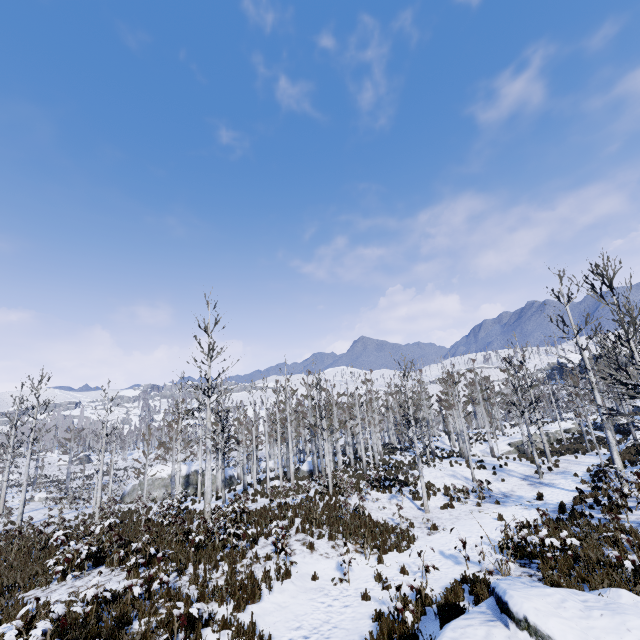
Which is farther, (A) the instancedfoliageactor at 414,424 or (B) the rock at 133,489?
(B) the rock at 133,489

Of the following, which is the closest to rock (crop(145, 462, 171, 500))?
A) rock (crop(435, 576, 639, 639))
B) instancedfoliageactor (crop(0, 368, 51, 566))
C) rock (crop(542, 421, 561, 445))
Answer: instancedfoliageactor (crop(0, 368, 51, 566))

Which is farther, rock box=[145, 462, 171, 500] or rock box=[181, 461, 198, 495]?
rock box=[181, 461, 198, 495]

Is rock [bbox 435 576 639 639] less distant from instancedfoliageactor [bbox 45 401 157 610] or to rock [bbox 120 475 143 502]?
instancedfoliageactor [bbox 45 401 157 610]

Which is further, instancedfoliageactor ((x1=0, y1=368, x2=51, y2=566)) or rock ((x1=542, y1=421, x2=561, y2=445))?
rock ((x1=542, y1=421, x2=561, y2=445))

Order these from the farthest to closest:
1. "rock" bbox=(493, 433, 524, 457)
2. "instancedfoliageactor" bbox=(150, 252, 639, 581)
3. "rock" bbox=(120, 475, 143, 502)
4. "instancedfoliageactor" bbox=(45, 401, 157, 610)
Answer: "rock" bbox=(493, 433, 524, 457), "rock" bbox=(120, 475, 143, 502), "instancedfoliageactor" bbox=(150, 252, 639, 581), "instancedfoliageactor" bbox=(45, 401, 157, 610)

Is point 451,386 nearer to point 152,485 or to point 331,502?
point 331,502

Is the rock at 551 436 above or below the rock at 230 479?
above
